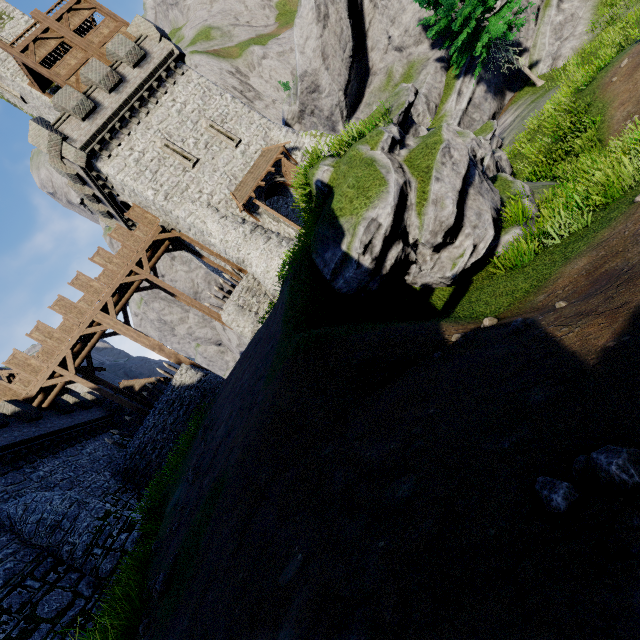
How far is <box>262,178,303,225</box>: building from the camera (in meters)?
22.72

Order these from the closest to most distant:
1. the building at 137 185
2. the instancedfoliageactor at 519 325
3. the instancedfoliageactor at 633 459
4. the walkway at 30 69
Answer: the instancedfoliageactor at 633 459 < the instancedfoliageactor at 519 325 < the building at 137 185 < the walkway at 30 69

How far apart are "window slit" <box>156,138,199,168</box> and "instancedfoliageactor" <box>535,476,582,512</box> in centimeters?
2429cm

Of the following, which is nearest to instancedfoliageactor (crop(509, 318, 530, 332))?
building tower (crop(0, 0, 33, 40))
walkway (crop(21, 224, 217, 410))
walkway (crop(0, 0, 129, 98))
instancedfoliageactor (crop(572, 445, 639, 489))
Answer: instancedfoliageactor (crop(572, 445, 639, 489))

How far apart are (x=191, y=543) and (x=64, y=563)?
9.5 meters

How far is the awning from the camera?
21.28m

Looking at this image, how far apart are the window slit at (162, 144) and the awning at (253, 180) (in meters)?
2.69

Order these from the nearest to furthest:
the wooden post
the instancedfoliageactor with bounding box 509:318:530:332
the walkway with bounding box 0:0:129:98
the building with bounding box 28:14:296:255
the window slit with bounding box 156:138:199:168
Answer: the instancedfoliageactor with bounding box 509:318:530:332
the building with bounding box 28:14:296:255
the walkway with bounding box 0:0:129:98
the window slit with bounding box 156:138:199:168
the wooden post
